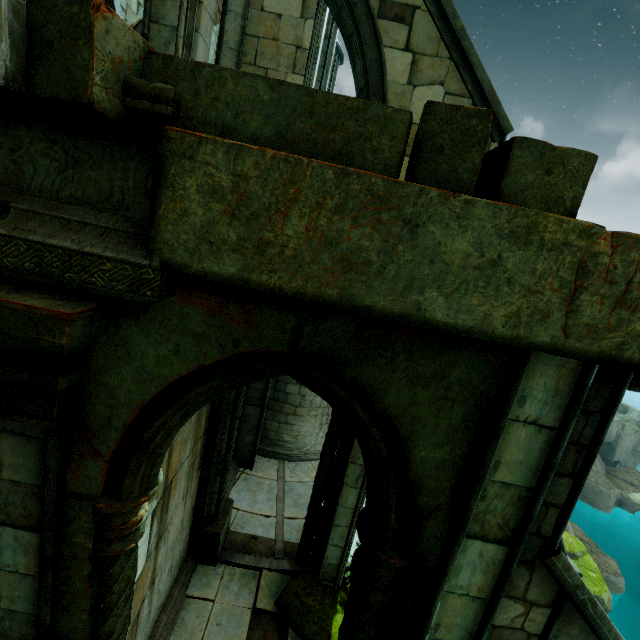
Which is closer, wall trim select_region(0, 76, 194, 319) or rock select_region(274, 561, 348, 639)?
wall trim select_region(0, 76, 194, 319)

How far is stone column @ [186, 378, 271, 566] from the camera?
6.6 meters

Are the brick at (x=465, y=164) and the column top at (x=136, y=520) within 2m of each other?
no

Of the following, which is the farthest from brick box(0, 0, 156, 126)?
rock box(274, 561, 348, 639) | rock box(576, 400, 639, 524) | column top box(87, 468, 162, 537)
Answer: rock box(576, 400, 639, 524)

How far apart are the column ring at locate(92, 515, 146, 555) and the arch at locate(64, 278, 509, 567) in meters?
0.4 m

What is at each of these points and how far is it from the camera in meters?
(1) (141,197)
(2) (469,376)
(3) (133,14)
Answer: (1) wall trim, 1.9
(2) arch, 2.1
(3) building, 9.3

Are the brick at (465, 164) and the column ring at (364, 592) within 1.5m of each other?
no

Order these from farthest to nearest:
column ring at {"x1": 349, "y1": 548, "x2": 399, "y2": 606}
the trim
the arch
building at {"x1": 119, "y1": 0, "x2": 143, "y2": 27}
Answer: building at {"x1": 119, "y1": 0, "x2": 143, "y2": 27} → the trim → column ring at {"x1": 349, "y1": 548, "x2": 399, "y2": 606} → the arch
